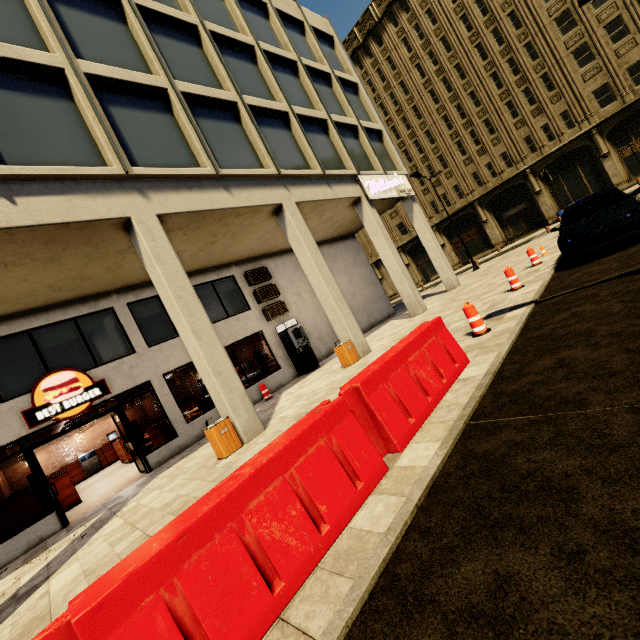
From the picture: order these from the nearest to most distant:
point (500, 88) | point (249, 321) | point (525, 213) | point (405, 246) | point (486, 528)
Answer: point (486, 528) < point (249, 321) < point (500, 88) < point (525, 213) < point (405, 246)

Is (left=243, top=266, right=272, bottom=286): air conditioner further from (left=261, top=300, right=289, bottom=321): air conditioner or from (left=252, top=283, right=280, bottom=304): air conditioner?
(left=261, top=300, right=289, bottom=321): air conditioner

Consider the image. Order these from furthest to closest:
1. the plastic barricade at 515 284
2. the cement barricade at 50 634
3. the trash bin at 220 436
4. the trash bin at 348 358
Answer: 1. the trash bin at 348 358
2. the plastic barricade at 515 284
3. the trash bin at 220 436
4. the cement barricade at 50 634

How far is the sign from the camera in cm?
1469

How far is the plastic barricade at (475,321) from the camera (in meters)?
6.55

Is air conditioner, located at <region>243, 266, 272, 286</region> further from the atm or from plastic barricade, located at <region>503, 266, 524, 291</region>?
plastic barricade, located at <region>503, 266, 524, 291</region>

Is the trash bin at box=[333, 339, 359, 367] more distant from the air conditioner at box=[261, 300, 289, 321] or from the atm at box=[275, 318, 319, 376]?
the air conditioner at box=[261, 300, 289, 321]

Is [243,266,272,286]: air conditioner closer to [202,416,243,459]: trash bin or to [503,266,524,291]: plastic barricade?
[202,416,243,459]: trash bin
